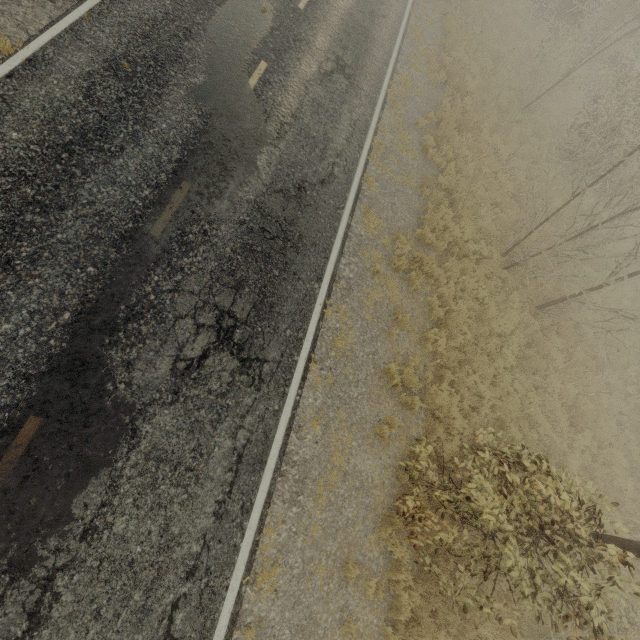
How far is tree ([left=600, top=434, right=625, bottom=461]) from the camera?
10.6m

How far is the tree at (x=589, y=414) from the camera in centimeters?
1041cm

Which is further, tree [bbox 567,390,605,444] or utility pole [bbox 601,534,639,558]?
tree [bbox 567,390,605,444]

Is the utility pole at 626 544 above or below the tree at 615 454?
above

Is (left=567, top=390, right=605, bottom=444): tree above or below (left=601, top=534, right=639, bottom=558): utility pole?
below

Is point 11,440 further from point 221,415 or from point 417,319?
point 417,319
